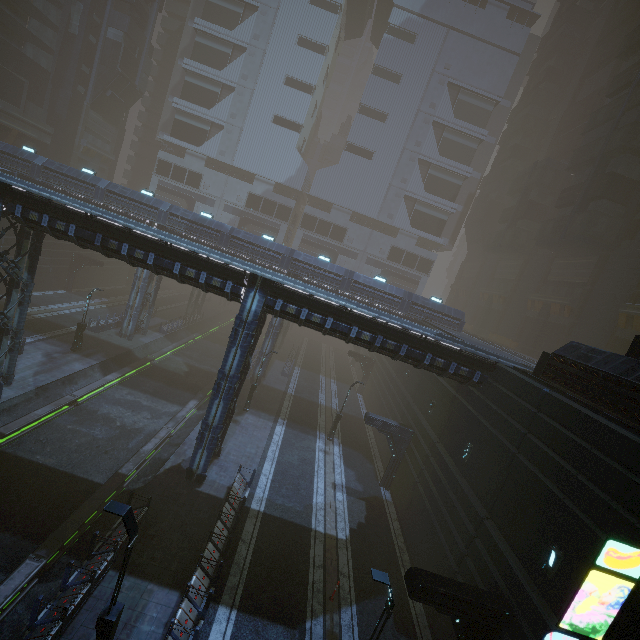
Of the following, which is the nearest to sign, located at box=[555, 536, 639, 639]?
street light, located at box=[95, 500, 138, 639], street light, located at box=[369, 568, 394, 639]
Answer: street light, located at box=[369, 568, 394, 639]

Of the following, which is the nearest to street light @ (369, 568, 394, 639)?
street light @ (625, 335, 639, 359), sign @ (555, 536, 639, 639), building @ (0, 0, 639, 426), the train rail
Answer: building @ (0, 0, 639, 426)

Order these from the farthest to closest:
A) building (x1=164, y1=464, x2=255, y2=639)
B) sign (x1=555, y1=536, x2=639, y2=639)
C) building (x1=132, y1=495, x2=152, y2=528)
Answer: building (x1=132, y1=495, x2=152, y2=528) → building (x1=164, y1=464, x2=255, y2=639) → sign (x1=555, y1=536, x2=639, y2=639)

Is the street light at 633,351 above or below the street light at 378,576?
above

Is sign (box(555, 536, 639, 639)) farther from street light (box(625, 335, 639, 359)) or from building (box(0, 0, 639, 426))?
street light (box(625, 335, 639, 359))

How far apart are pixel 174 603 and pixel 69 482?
8.8m

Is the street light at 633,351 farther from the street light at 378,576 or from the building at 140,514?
the street light at 378,576

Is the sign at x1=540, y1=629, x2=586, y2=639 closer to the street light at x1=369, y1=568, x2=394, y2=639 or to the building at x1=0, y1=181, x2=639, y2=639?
the building at x1=0, y1=181, x2=639, y2=639
